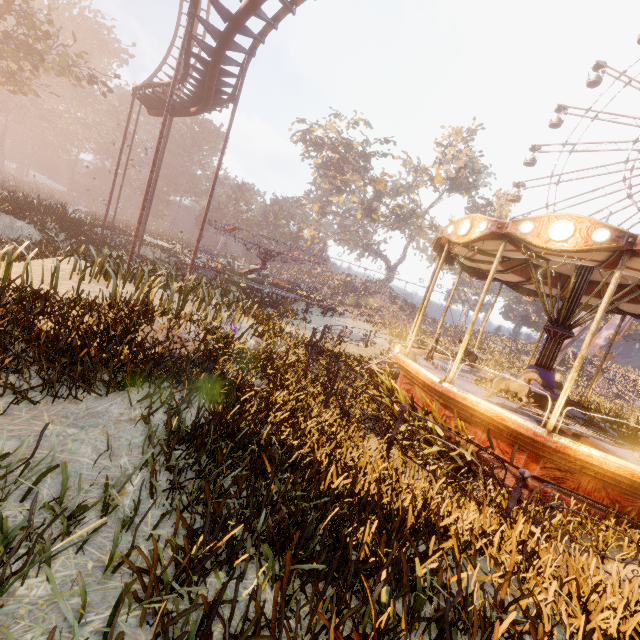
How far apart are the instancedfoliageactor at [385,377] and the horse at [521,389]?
3.18m

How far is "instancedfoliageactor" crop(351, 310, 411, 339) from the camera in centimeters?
2507cm

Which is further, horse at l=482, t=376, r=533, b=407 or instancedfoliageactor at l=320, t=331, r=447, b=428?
instancedfoliageactor at l=320, t=331, r=447, b=428

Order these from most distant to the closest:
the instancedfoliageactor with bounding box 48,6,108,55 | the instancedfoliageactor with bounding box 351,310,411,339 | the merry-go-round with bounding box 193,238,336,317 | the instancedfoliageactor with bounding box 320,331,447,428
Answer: the instancedfoliageactor with bounding box 48,6,108,55, the instancedfoliageactor with bounding box 351,310,411,339, the merry-go-round with bounding box 193,238,336,317, the instancedfoliageactor with bounding box 320,331,447,428

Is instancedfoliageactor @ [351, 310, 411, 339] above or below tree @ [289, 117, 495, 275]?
below

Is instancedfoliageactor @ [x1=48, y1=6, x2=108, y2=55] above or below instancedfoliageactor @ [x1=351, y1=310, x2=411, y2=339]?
above

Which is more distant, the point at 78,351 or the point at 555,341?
the point at 555,341
